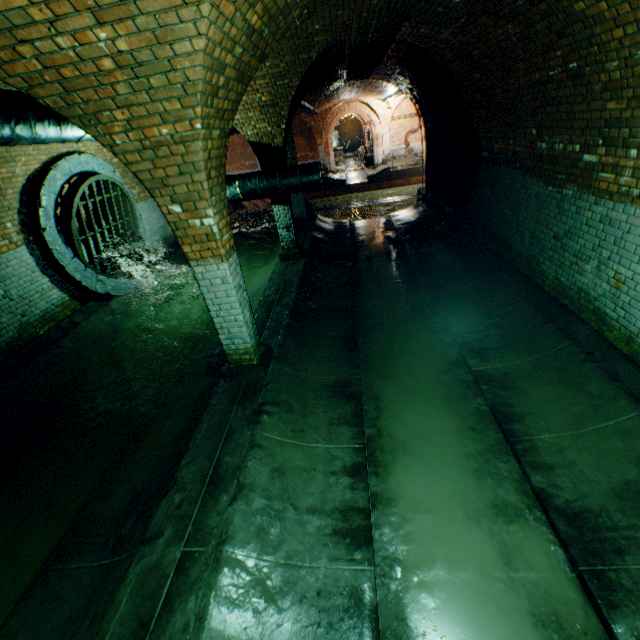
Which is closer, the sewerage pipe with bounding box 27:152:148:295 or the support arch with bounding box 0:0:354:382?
the support arch with bounding box 0:0:354:382

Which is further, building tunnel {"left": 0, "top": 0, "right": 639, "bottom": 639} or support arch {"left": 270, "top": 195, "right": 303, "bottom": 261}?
support arch {"left": 270, "top": 195, "right": 303, "bottom": 261}

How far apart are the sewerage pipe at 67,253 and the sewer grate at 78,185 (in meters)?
0.01

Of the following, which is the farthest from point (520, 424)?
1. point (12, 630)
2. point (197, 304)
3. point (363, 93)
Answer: point (363, 93)

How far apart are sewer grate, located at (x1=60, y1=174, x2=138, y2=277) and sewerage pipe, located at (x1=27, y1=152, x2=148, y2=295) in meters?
0.0 m

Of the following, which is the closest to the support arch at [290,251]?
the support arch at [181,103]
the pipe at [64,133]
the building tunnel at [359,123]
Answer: the pipe at [64,133]

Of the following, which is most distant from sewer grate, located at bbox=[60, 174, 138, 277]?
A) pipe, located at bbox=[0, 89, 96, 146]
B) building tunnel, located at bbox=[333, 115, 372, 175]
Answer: building tunnel, located at bbox=[333, 115, 372, 175]

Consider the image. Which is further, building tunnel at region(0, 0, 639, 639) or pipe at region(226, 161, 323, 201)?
pipe at region(226, 161, 323, 201)
